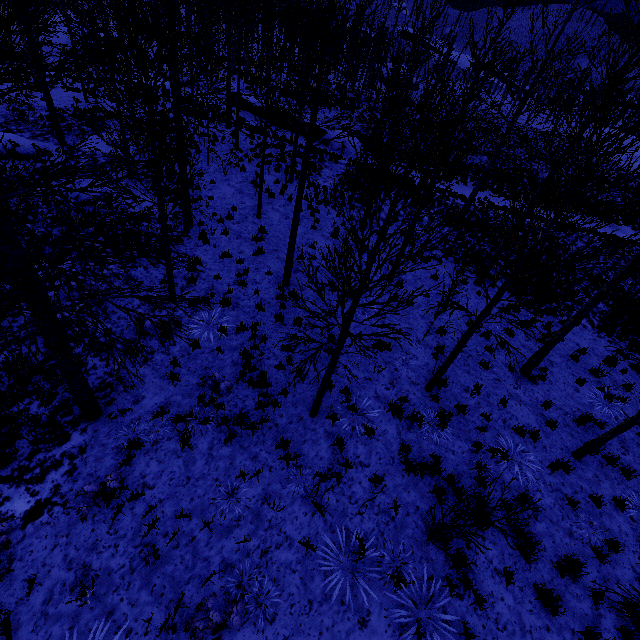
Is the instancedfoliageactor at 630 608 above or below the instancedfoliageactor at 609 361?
above

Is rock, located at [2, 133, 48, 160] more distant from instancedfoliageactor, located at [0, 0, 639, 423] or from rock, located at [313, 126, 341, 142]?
rock, located at [313, 126, 341, 142]

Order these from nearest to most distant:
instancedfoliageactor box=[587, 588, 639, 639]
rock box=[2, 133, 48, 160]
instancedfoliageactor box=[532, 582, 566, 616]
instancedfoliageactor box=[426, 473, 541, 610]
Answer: instancedfoliageactor box=[587, 588, 639, 639] < instancedfoliageactor box=[426, 473, 541, 610] < instancedfoliageactor box=[532, 582, 566, 616] < rock box=[2, 133, 48, 160]

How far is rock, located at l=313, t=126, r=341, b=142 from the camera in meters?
25.8 m

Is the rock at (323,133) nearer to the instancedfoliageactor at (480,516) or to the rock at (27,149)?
the instancedfoliageactor at (480,516)

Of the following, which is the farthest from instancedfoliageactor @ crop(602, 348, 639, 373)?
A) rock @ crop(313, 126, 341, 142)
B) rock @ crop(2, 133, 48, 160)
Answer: rock @ crop(2, 133, 48, 160)

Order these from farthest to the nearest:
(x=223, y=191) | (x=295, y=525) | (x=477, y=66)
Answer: (x=223, y=191)
(x=477, y=66)
(x=295, y=525)
